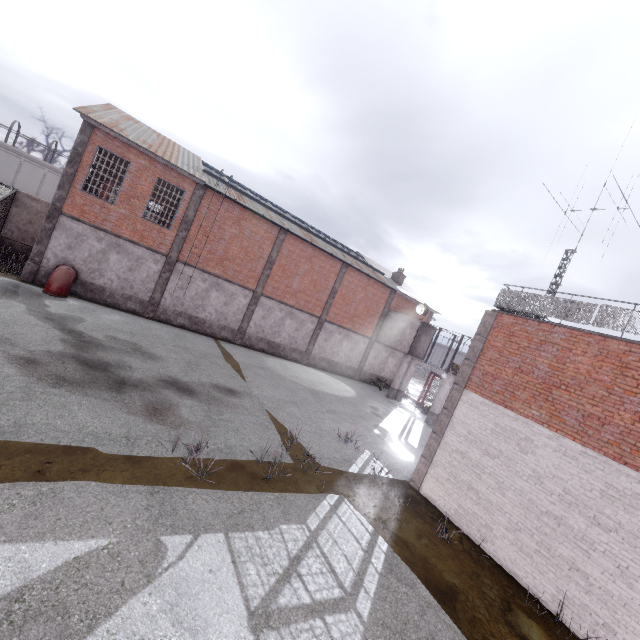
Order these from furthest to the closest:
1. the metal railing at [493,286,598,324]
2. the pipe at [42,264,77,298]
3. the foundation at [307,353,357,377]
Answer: the foundation at [307,353,357,377] < the pipe at [42,264,77,298] < the metal railing at [493,286,598,324]

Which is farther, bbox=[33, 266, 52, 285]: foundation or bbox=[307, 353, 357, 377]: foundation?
bbox=[307, 353, 357, 377]: foundation

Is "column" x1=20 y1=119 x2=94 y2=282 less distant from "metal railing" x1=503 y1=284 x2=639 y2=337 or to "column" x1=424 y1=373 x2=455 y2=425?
"metal railing" x1=503 y1=284 x2=639 y2=337

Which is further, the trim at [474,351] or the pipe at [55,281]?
the pipe at [55,281]

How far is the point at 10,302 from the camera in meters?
13.0

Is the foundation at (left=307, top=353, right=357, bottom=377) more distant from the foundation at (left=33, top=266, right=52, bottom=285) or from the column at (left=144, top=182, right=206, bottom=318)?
the foundation at (left=33, top=266, right=52, bottom=285)

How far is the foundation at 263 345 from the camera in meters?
23.6

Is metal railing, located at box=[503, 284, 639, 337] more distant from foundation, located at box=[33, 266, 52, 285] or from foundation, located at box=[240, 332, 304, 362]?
foundation, located at box=[33, 266, 52, 285]
